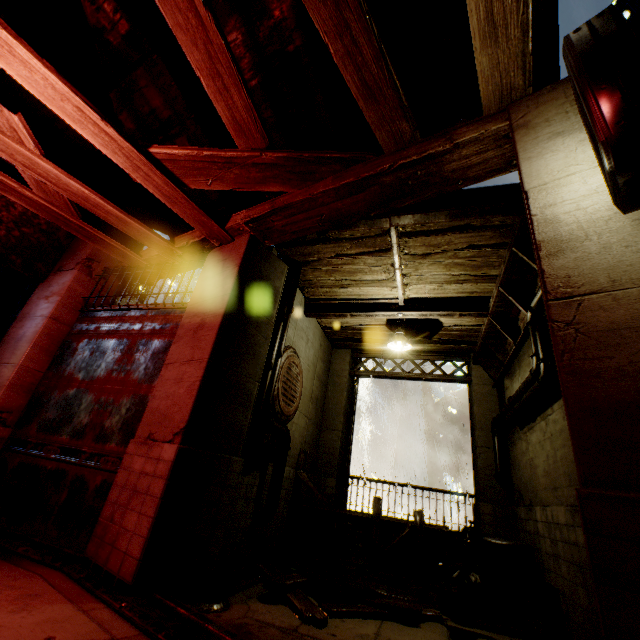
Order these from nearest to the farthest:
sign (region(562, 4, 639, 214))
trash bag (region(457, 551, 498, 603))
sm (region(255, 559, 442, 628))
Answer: sign (region(562, 4, 639, 214)) < sm (region(255, 559, 442, 628)) < trash bag (region(457, 551, 498, 603))

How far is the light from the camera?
7.4 meters

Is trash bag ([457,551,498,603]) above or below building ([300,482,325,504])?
below

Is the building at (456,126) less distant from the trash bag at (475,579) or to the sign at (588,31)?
the sign at (588,31)

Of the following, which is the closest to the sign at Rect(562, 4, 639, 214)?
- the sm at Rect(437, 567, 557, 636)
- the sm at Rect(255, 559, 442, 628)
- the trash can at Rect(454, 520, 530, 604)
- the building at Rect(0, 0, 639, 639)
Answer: the building at Rect(0, 0, 639, 639)

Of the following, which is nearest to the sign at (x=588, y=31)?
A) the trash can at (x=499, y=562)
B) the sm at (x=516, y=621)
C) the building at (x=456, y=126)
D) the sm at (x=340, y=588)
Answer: the building at (x=456, y=126)

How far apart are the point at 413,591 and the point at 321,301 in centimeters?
638cm

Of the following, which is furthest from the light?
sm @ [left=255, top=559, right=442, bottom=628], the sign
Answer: the sign
